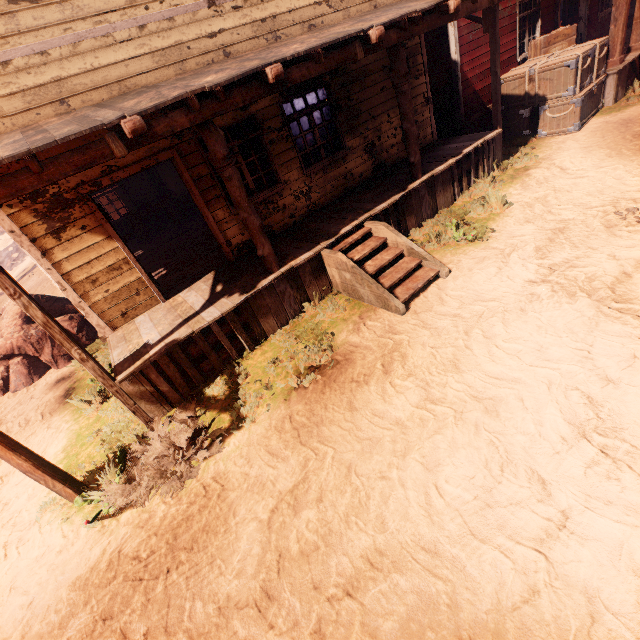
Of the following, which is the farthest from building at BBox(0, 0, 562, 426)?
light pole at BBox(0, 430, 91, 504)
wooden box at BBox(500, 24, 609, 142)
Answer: light pole at BBox(0, 430, 91, 504)

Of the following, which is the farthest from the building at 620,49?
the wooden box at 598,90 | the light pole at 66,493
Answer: the light pole at 66,493

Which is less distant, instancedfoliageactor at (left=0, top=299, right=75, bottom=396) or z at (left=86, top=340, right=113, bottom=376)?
z at (left=86, top=340, right=113, bottom=376)

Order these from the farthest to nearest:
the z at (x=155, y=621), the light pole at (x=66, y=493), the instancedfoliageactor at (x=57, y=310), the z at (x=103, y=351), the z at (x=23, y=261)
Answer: the z at (x=23, y=261), the instancedfoliageactor at (x=57, y=310), the z at (x=103, y=351), the light pole at (x=66, y=493), the z at (x=155, y=621)

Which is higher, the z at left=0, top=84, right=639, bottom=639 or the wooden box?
the wooden box

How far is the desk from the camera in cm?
1221

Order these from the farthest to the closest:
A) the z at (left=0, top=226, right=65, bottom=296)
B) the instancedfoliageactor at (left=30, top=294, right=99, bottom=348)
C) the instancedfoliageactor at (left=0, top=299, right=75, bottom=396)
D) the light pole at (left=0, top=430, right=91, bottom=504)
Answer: the z at (left=0, top=226, right=65, bottom=296) → the instancedfoliageactor at (left=30, top=294, right=99, bottom=348) → the instancedfoliageactor at (left=0, top=299, right=75, bottom=396) → the light pole at (left=0, top=430, right=91, bottom=504)

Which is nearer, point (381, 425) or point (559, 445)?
point (559, 445)
